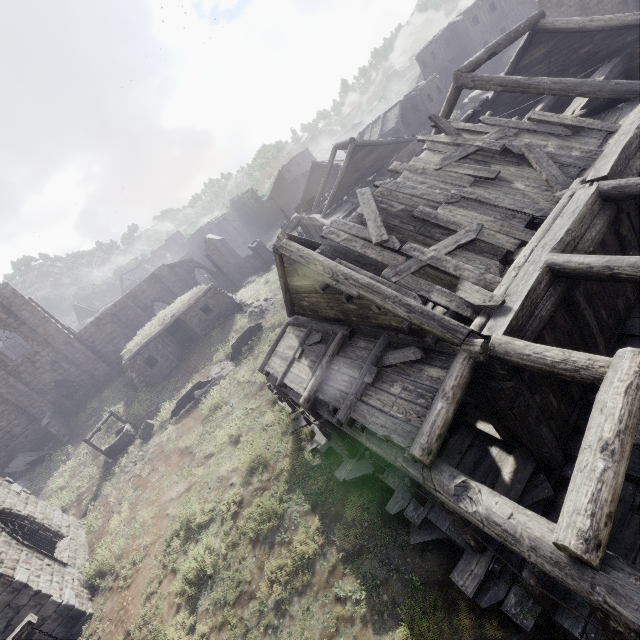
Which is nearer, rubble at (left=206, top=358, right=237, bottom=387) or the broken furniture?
rubble at (left=206, top=358, right=237, bottom=387)

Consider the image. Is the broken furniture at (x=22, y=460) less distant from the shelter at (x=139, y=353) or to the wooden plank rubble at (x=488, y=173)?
the shelter at (x=139, y=353)

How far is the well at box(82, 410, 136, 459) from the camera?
18.6 meters

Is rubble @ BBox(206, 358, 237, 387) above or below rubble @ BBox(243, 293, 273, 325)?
below

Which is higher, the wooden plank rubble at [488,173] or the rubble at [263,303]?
the wooden plank rubble at [488,173]

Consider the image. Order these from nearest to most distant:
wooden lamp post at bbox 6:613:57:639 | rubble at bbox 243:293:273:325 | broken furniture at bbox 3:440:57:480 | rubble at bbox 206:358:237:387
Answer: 1. wooden lamp post at bbox 6:613:57:639
2. rubble at bbox 206:358:237:387
3. broken furniture at bbox 3:440:57:480
4. rubble at bbox 243:293:273:325

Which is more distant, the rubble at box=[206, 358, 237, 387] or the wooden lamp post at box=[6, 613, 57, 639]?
the rubble at box=[206, 358, 237, 387]

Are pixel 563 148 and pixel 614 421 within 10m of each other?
yes
